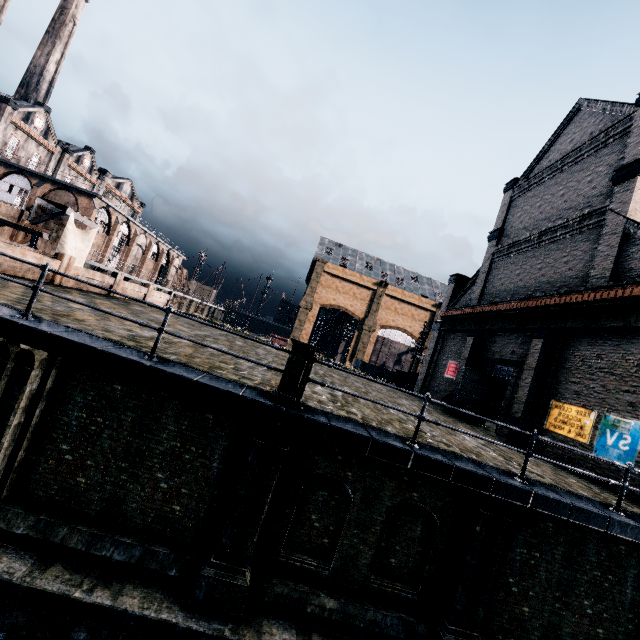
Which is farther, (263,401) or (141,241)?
(141,241)

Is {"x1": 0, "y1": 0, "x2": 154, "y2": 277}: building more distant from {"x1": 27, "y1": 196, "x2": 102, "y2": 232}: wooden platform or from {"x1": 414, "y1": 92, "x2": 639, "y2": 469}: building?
{"x1": 414, "y1": 92, "x2": 639, "y2": 469}: building

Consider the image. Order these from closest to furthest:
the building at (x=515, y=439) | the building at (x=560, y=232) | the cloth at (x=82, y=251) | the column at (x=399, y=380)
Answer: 1. the building at (x=560, y=232)
2. the building at (x=515, y=439)
3. the cloth at (x=82, y=251)
4. the column at (x=399, y=380)

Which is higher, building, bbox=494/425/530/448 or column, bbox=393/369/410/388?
column, bbox=393/369/410/388

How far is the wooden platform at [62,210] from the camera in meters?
25.5

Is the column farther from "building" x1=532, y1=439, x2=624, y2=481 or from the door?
the door

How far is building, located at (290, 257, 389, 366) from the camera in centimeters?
5800cm

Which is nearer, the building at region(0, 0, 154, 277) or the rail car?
the building at region(0, 0, 154, 277)
